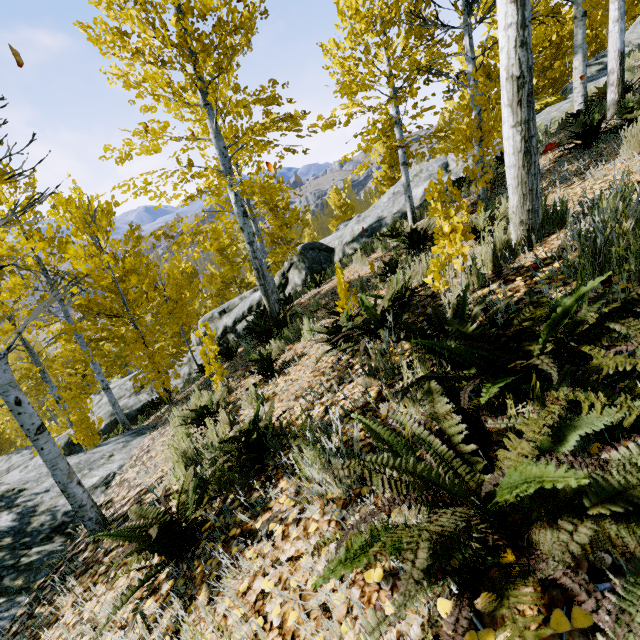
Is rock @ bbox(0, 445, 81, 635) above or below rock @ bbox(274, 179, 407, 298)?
below

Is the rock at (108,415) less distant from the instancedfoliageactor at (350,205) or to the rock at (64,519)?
the instancedfoliageactor at (350,205)

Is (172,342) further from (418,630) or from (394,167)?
(418,630)

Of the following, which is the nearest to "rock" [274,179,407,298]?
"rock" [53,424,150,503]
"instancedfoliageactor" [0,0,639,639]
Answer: "instancedfoliageactor" [0,0,639,639]

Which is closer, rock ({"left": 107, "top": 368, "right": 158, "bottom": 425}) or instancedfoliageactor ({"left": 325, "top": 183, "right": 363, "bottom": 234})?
rock ({"left": 107, "top": 368, "right": 158, "bottom": 425})

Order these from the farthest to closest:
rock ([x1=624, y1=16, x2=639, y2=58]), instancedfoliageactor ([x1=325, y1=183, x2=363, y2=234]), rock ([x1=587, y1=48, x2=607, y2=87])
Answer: instancedfoliageactor ([x1=325, y1=183, x2=363, y2=234]), rock ([x1=624, y1=16, x2=639, y2=58]), rock ([x1=587, y1=48, x2=607, y2=87])

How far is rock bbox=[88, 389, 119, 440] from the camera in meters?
14.1
